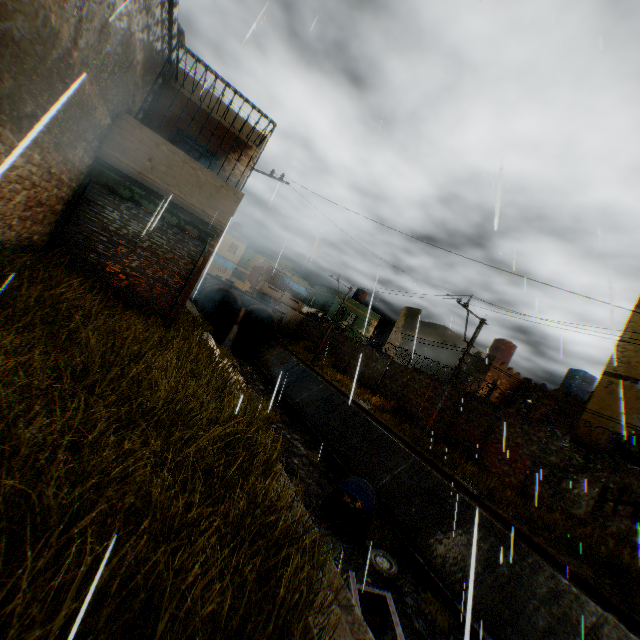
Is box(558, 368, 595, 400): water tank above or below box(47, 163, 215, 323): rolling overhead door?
above

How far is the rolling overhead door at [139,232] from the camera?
8.42m

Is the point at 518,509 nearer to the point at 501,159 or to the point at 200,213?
the point at 501,159

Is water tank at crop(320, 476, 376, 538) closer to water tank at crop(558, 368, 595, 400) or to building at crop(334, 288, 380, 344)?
building at crop(334, 288, 380, 344)

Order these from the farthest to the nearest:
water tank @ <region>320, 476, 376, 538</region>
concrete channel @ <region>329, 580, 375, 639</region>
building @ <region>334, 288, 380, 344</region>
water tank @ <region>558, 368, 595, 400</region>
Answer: building @ <region>334, 288, 380, 344</region>, water tank @ <region>558, 368, 595, 400</region>, water tank @ <region>320, 476, 376, 538</region>, concrete channel @ <region>329, 580, 375, 639</region>

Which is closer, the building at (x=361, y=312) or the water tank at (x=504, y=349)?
the water tank at (x=504, y=349)

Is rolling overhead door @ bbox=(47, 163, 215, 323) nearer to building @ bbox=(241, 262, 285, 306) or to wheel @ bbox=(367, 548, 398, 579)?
building @ bbox=(241, 262, 285, 306)

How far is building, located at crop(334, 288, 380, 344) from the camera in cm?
3825
